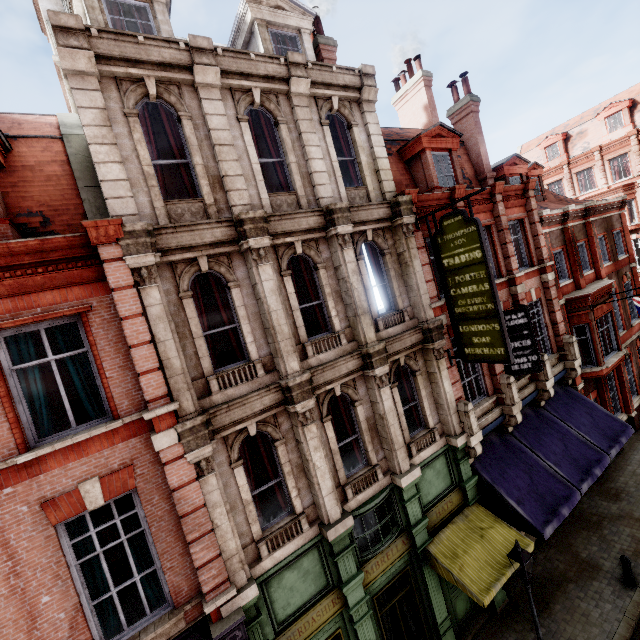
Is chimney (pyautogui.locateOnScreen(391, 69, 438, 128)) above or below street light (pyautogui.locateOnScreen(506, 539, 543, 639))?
above

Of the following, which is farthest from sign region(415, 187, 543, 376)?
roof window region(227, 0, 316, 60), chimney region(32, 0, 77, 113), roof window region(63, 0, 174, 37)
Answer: chimney region(32, 0, 77, 113)

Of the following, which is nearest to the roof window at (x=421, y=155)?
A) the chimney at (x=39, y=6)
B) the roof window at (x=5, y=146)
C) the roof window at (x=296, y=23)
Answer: the roof window at (x=296, y=23)

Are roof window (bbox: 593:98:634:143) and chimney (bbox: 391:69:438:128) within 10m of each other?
no

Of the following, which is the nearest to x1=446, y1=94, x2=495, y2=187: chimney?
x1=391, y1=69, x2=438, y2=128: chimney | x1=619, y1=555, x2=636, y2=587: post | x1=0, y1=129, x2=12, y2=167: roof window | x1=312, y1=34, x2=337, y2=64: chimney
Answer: x1=391, y1=69, x2=438, y2=128: chimney

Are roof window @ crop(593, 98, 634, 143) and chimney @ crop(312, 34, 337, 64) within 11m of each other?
no

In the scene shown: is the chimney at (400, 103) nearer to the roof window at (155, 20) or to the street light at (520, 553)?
the roof window at (155, 20)

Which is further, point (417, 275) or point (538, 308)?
point (538, 308)
